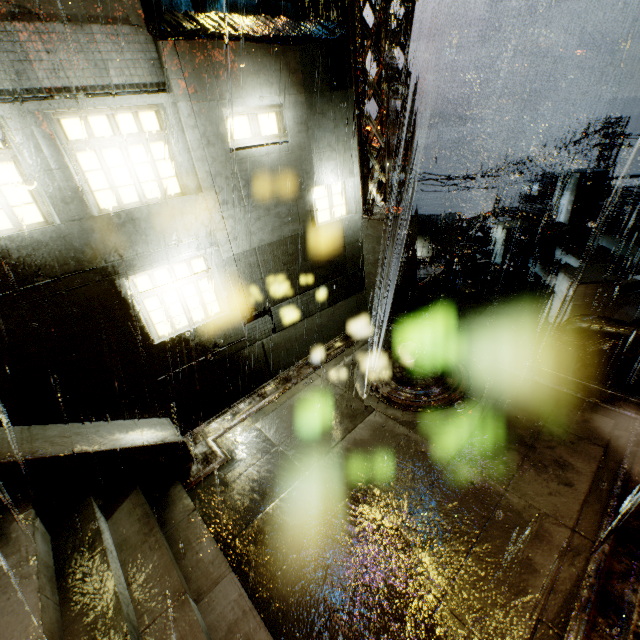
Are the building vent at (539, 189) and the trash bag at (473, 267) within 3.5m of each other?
no

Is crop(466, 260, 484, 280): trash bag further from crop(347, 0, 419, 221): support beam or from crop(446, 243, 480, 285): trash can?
crop(347, 0, 419, 221): support beam

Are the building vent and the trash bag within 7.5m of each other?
no

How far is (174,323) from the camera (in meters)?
8.01

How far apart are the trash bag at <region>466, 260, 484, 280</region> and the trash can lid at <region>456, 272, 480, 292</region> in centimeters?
3cm

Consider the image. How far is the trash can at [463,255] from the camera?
10.8m

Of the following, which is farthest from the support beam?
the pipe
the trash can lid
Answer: the pipe

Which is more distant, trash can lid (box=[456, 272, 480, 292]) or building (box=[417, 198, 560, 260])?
building (box=[417, 198, 560, 260])
